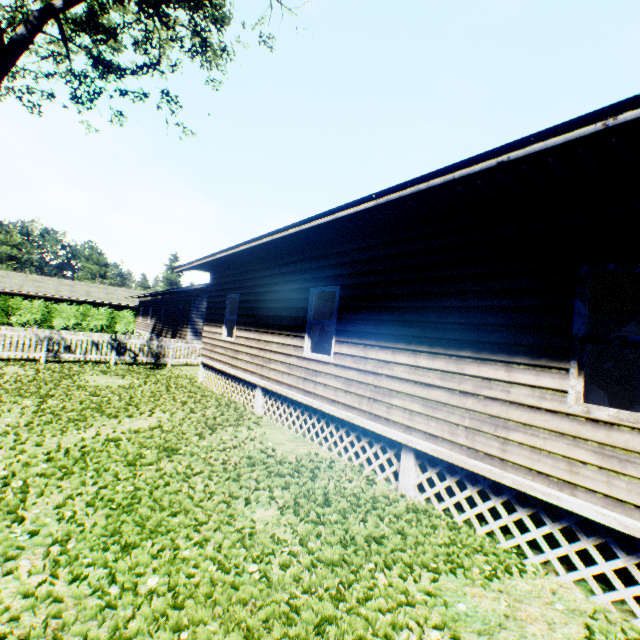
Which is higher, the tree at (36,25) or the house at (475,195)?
the tree at (36,25)

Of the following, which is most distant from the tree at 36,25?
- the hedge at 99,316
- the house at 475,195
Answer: the hedge at 99,316

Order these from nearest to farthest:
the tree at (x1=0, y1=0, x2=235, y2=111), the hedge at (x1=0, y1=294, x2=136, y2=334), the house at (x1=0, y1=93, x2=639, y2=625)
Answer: the house at (x1=0, y1=93, x2=639, y2=625) → the tree at (x1=0, y1=0, x2=235, y2=111) → the hedge at (x1=0, y1=294, x2=136, y2=334)

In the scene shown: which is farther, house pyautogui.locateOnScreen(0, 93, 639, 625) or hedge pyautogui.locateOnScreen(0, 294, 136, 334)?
hedge pyautogui.locateOnScreen(0, 294, 136, 334)

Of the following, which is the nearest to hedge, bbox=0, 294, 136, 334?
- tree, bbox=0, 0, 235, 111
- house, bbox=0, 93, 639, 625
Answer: house, bbox=0, 93, 639, 625

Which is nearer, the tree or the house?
the house

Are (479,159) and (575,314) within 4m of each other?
yes
